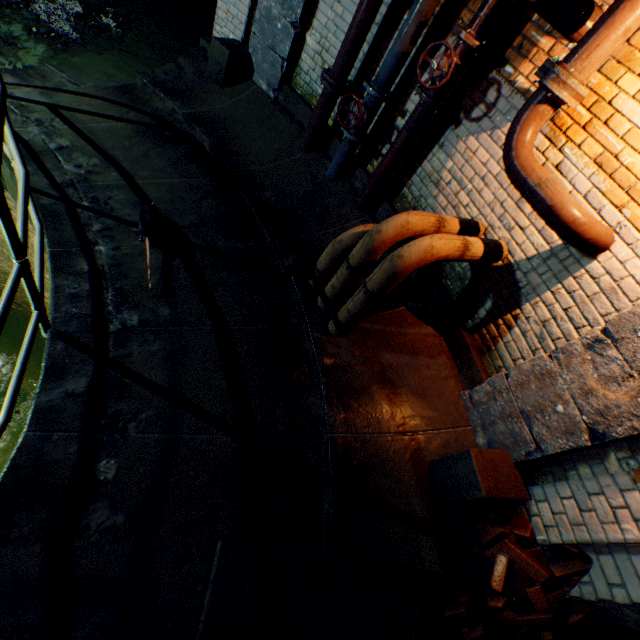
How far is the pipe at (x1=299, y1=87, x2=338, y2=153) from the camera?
3.9 meters

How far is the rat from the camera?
2.8 meters

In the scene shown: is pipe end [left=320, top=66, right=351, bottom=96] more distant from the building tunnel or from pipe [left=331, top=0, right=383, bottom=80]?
the building tunnel

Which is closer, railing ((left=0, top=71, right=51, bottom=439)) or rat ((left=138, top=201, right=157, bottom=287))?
railing ((left=0, top=71, right=51, bottom=439))

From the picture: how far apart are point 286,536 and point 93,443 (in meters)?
1.40

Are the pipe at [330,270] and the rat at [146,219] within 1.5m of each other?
yes

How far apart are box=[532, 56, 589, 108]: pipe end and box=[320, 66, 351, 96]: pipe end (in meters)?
2.14

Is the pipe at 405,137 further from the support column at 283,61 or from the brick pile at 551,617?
the brick pile at 551,617
